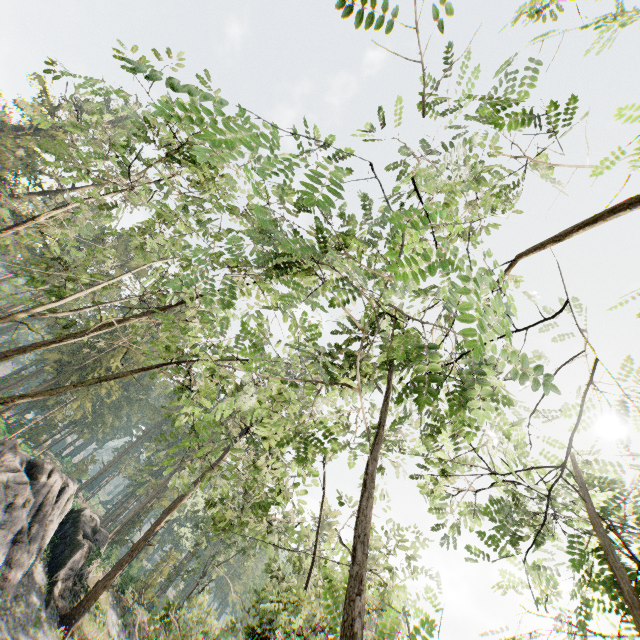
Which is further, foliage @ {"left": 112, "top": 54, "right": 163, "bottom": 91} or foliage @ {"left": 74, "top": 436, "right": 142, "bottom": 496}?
foliage @ {"left": 74, "top": 436, "right": 142, "bottom": 496}

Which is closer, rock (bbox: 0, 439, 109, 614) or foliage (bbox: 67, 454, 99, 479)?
rock (bbox: 0, 439, 109, 614)

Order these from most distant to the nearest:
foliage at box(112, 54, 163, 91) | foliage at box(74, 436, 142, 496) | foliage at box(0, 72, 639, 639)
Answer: foliage at box(74, 436, 142, 496)
foliage at box(0, 72, 639, 639)
foliage at box(112, 54, 163, 91)

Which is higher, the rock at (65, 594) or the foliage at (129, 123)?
the foliage at (129, 123)

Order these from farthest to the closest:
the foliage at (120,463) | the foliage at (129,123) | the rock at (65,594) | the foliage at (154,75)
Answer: the foliage at (120,463)
the rock at (65,594)
the foliage at (129,123)
the foliage at (154,75)

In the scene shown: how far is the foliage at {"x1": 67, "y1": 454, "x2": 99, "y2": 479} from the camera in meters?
50.3 m

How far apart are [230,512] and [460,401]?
12.9 meters
